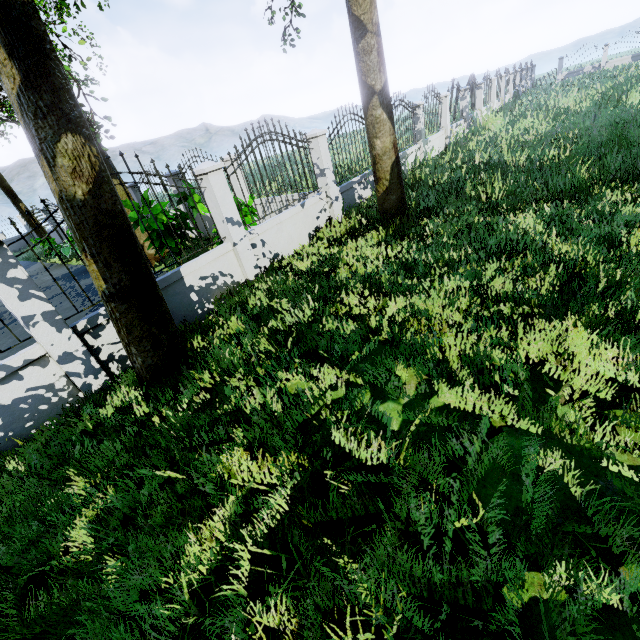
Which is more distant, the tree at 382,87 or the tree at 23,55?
the tree at 382,87

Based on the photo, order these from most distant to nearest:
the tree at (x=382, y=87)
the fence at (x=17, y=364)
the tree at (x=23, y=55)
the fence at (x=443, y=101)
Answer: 1. the fence at (x=443, y=101)
2. the tree at (x=382, y=87)
3. the fence at (x=17, y=364)
4. the tree at (x=23, y=55)

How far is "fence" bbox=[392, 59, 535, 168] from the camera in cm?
1188

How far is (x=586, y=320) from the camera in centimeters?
313cm

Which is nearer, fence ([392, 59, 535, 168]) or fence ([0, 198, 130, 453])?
fence ([0, 198, 130, 453])

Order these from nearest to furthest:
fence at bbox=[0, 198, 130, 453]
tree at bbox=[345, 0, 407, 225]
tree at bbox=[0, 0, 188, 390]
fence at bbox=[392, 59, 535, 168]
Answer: tree at bbox=[0, 0, 188, 390]
fence at bbox=[0, 198, 130, 453]
tree at bbox=[345, 0, 407, 225]
fence at bbox=[392, 59, 535, 168]

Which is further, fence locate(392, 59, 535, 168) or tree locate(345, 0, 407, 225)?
fence locate(392, 59, 535, 168)
